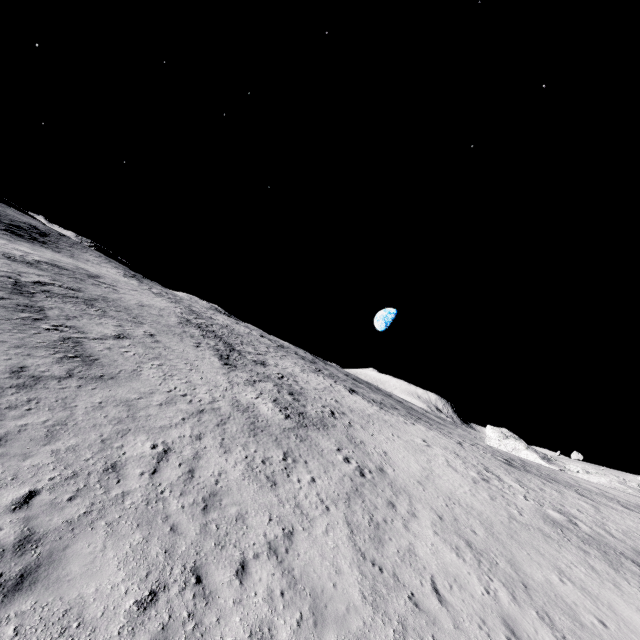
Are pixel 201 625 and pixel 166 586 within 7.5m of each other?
yes
